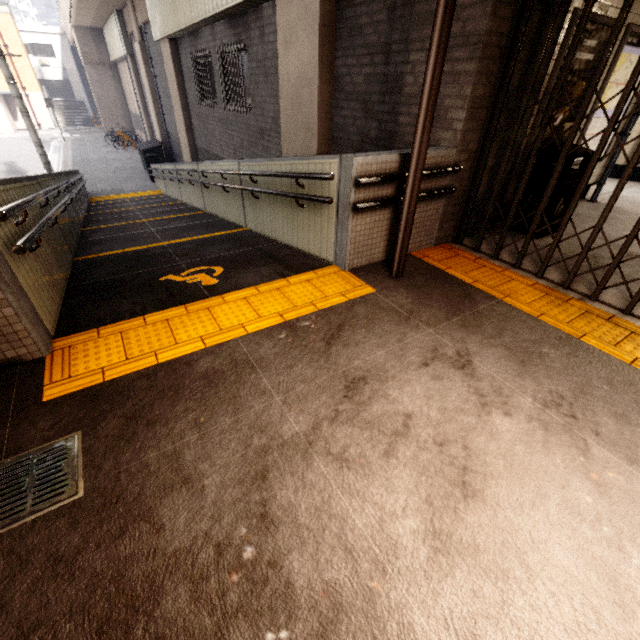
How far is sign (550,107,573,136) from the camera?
4.5m

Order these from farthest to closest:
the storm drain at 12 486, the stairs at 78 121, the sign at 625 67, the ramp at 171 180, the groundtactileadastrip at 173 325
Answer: the stairs at 78 121 < the sign at 625 67 < the ramp at 171 180 < the groundtactileadastrip at 173 325 < the storm drain at 12 486

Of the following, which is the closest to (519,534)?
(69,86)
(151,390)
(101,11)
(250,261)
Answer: (151,390)

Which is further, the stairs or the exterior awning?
the stairs

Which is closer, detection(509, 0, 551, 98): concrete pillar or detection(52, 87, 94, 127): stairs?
detection(509, 0, 551, 98): concrete pillar

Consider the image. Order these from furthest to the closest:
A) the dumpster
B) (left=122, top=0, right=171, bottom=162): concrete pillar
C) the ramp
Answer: the dumpster
(left=122, top=0, right=171, bottom=162): concrete pillar
the ramp

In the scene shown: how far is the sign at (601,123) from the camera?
5.01m

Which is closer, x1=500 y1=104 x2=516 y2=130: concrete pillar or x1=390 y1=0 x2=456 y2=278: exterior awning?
x1=390 y1=0 x2=456 y2=278: exterior awning
